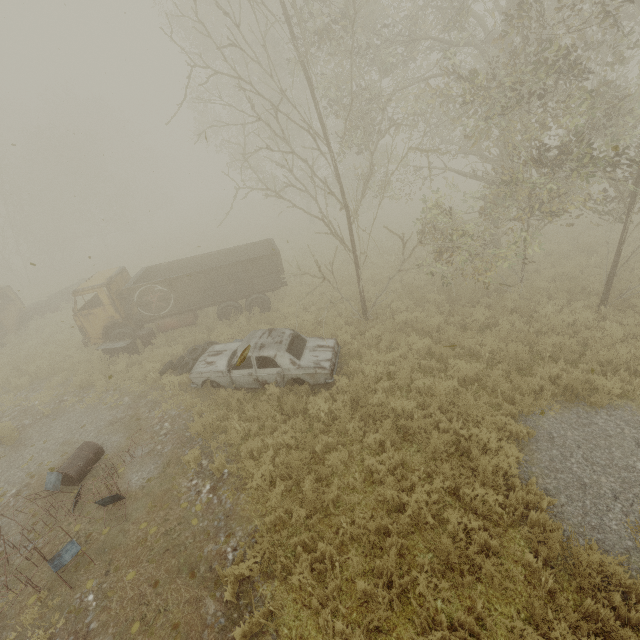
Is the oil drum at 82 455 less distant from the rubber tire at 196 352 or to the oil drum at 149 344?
the rubber tire at 196 352

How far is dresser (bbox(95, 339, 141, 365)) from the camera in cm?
1165

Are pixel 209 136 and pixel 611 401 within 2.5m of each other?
no

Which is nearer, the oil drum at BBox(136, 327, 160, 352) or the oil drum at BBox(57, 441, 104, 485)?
the oil drum at BBox(57, 441, 104, 485)

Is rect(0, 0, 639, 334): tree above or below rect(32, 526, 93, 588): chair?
above

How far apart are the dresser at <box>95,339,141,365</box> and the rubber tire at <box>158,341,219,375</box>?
1.87m

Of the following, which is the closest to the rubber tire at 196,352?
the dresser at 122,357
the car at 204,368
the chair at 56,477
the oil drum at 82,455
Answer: the car at 204,368

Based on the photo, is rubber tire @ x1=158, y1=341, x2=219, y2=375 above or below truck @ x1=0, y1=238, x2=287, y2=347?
below
